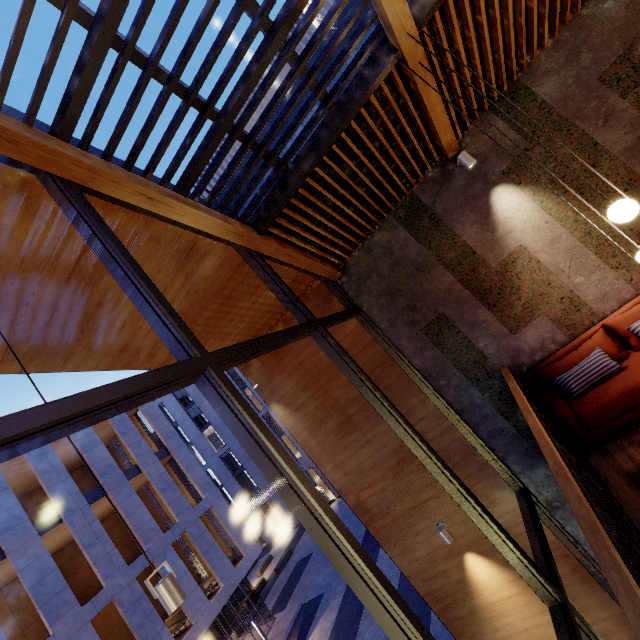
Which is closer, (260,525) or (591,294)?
(591,294)

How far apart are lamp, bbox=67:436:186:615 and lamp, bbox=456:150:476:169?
5.9 meters

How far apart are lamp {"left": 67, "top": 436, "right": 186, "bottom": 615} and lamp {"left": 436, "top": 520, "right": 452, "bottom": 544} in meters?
4.5 m

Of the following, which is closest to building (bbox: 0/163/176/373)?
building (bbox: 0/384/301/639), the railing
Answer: the railing

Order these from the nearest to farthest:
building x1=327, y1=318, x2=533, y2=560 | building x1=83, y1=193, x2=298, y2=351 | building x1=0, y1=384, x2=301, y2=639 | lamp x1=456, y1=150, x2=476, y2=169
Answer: building x1=83, y1=193, x2=298, y2=351 → lamp x1=456, y1=150, x2=476, y2=169 → building x1=327, y1=318, x2=533, y2=560 → building x1=0, y1=384, x2=301, y2=639

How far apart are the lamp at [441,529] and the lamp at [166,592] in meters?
4.5 m

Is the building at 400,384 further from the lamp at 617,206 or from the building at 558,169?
the lamp at 617,206

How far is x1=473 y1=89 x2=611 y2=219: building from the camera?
4.4 meters
